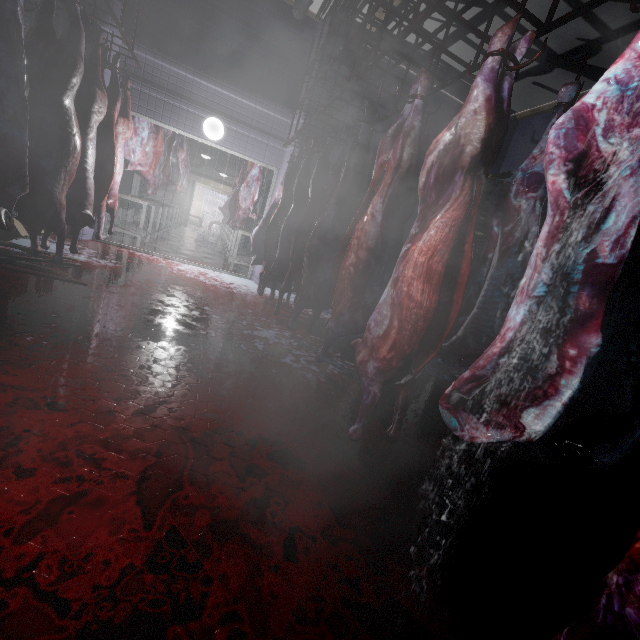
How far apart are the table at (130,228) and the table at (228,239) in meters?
1.6

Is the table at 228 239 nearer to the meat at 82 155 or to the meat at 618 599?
the meat at 82 155

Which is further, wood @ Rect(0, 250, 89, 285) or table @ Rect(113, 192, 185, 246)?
table @ Rect(113, 192, 185, 246)

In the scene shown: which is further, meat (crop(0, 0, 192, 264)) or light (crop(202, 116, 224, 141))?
light (crop(202, 116, 224, 141))

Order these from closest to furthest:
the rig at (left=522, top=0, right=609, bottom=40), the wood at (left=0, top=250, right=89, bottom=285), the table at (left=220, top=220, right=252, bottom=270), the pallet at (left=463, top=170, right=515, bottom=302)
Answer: the rig at (left=522, top=0, right=609, bottom=40) → the wood at (left=0, top=250, right=89, bottom=285) → the pallet at (left=463, top=170, right=515, bottom=302) → the table at (left=220, top=220, right=252, bottom=270)

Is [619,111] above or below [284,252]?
above

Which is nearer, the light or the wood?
the wood

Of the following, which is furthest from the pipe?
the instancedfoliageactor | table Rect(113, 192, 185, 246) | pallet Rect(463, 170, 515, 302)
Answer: the instancedfoliageactor
